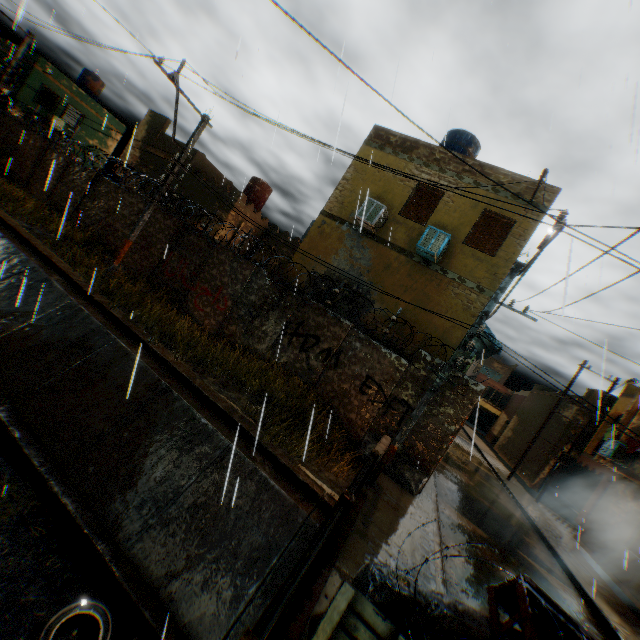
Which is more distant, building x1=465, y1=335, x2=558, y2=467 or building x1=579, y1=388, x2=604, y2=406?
building x1=465, y1=335, x2=558, y2=467

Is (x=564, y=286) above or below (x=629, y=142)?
below

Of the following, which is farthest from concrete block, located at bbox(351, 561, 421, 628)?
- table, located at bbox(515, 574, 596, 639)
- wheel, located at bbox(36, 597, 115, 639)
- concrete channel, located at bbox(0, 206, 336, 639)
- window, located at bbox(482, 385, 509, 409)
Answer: window, located at bbox(482, 385, 509, 409)

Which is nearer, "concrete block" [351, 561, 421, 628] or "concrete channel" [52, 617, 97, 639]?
"concrete block" [351, 561, 421, 628]

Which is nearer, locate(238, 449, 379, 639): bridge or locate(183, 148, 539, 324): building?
locate(238, 449, 379, 639): bridge

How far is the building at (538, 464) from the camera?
23.0 meters

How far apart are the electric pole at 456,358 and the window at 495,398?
43.41m

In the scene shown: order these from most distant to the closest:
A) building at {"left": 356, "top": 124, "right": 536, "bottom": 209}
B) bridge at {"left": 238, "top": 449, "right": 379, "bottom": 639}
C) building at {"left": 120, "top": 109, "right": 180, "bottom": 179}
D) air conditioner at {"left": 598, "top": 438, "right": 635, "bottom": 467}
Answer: building at {"left": 120, "top": 109, "right": 180, "bottom": 179} < air conditioner at {"left": 598, "top": 438, "right": 635, "bottom": 467} < building at {"left": 356, "top": 124, "right": 536, "bottom": 209} < bridge at {"left": 238, "top": 449, "right": 379, "bottom": 639}
